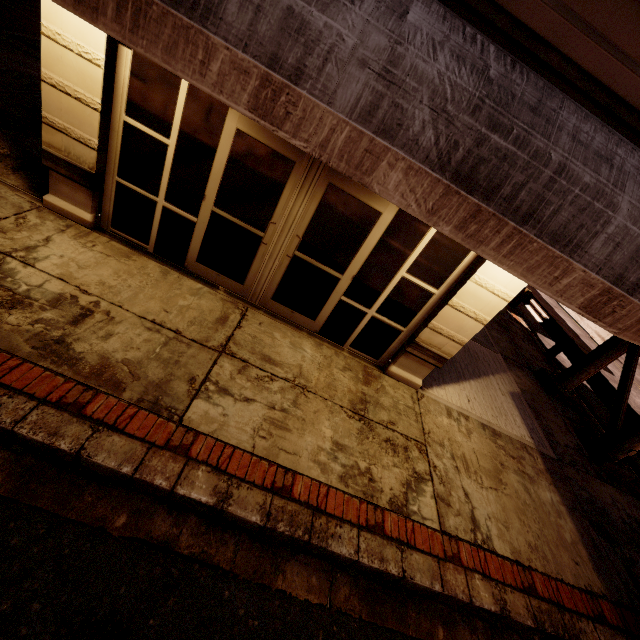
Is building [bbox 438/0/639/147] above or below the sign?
above

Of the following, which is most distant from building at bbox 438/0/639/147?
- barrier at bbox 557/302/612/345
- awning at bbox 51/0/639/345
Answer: barrier at bbox 557/302/612/345

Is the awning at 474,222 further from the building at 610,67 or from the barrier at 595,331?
the barrier at 595,331

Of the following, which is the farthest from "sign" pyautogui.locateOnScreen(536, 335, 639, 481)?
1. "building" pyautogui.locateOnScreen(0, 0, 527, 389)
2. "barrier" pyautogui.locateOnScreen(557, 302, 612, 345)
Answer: "barrier" pyautogui.locateOnScreen(557, 302, 612, 345)

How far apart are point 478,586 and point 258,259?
5.2m

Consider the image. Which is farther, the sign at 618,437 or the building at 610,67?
A: the sign at 618,437

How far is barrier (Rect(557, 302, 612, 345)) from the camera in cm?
1788

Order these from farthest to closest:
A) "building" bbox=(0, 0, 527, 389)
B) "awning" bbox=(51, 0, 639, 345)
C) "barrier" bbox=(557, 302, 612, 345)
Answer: "barrier" bbox=(557, 302, 612, 345), "building" bbox=(0, 0, 527, 389), "awning" bbox=(51, 0, 639, 345)
